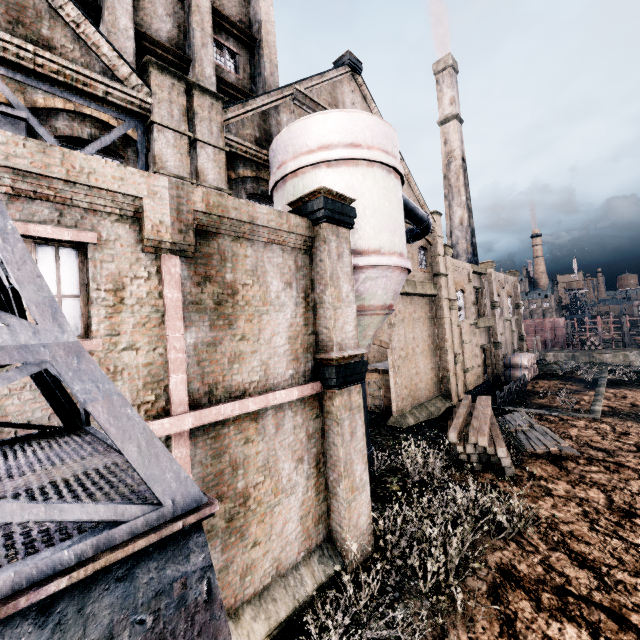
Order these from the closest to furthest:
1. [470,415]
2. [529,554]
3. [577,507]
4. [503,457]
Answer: [529,554]
[577,507]
[503,457]
[470,415]

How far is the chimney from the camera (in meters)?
43.56

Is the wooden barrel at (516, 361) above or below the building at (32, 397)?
below

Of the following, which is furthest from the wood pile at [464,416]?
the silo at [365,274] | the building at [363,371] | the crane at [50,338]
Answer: the crane at [50,338]

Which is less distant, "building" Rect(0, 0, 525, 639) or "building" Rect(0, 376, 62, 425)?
"building" Rect(0, 376, 62, 425)

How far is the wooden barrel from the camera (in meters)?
34.44

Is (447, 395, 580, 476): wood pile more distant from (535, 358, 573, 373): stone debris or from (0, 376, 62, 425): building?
(535, 358, 573, 373): stone debris

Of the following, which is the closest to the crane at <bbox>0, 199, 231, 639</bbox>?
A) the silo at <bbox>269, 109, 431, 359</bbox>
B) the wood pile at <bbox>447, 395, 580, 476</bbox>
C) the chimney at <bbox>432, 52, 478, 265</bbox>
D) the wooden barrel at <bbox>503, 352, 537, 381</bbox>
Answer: the silo at <bbox>269, 109, 431, 359</bbox>
